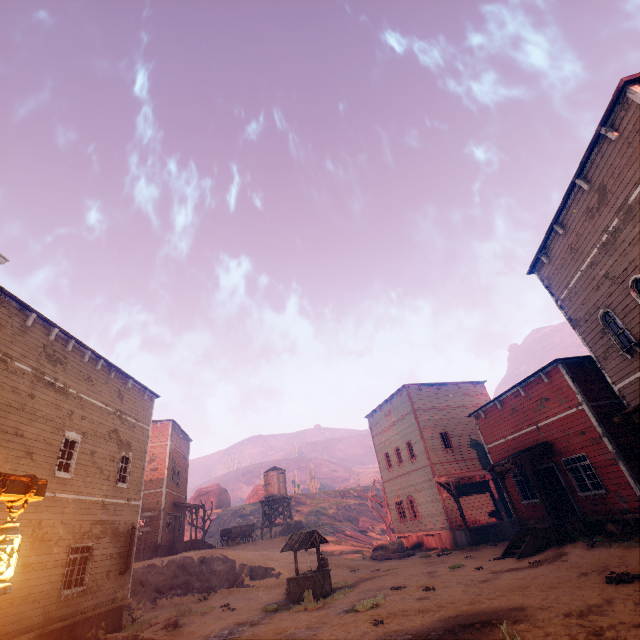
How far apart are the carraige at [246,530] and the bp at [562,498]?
27.69m

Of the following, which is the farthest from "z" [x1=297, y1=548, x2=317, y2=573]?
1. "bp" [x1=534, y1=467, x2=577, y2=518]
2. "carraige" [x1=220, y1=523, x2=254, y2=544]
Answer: "carraige" [x1=220, y1=523, x2=254, y2=544]

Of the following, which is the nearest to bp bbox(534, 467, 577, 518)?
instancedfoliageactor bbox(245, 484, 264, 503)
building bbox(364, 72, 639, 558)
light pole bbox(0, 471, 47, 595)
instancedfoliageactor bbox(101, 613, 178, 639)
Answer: building bbox(364, 72, 639, 558)

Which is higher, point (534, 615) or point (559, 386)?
point (559, 386)

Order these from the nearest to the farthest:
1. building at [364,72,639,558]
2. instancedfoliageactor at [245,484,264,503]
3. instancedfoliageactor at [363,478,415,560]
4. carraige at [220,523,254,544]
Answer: building at [364,72,639,558] < instancedfoliageactor at [363,478,415,560] < carraige at [220,523,254,544] < instancedfoliageactor at [245,484,264,503]

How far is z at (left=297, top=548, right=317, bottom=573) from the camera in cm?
2016

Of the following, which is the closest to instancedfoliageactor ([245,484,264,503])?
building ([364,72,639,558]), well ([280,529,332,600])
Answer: building ([364,72,639,558])

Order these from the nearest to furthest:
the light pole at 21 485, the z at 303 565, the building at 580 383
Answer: the light pole at 21 485 < the building at 580 383 < the z at 303 565
